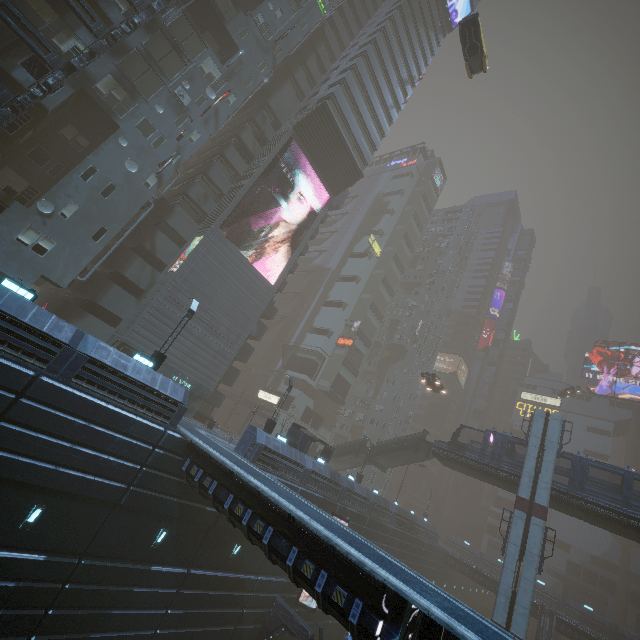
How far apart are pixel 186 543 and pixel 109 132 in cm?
2991

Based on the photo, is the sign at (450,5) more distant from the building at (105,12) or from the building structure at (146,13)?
the building structure at (146,13)

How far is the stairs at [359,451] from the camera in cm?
3853

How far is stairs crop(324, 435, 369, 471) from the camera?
38.53m

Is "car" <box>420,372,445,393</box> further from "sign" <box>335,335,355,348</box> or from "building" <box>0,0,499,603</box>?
"sign" <box>335,335,355,348</box>

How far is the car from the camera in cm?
3362

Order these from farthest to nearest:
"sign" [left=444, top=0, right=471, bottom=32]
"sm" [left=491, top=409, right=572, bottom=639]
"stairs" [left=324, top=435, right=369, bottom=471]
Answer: "sign" [left=444, top=0, right=471, bottom=32] → "stairs" [left=324, top=435, right=369, bottom=471] → "sm" [left=491, top=409, right=572, bottom=639]

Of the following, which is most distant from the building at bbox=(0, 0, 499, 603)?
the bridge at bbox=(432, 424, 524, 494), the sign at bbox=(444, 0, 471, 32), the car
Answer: the bridge at bbox=(432, 424, 524, 494)
